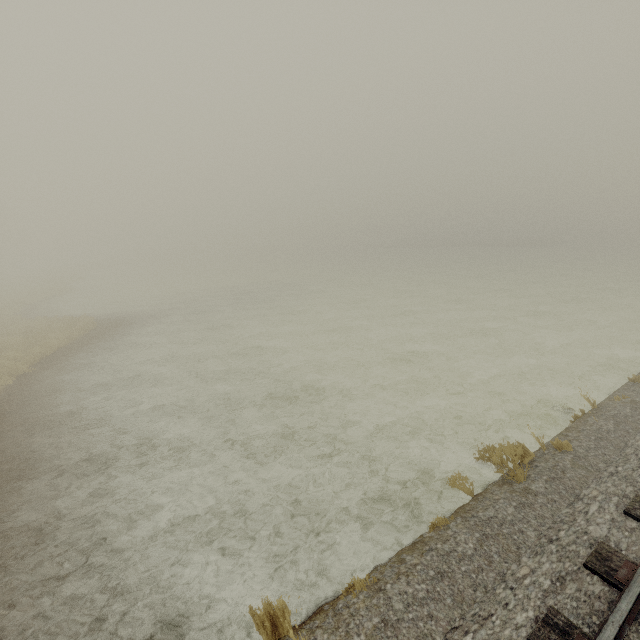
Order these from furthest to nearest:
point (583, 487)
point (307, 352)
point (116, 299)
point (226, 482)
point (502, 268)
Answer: point (502, 268)
point (116, 299)
point (307, 352)
point (226, 482)
point (583, 487)
